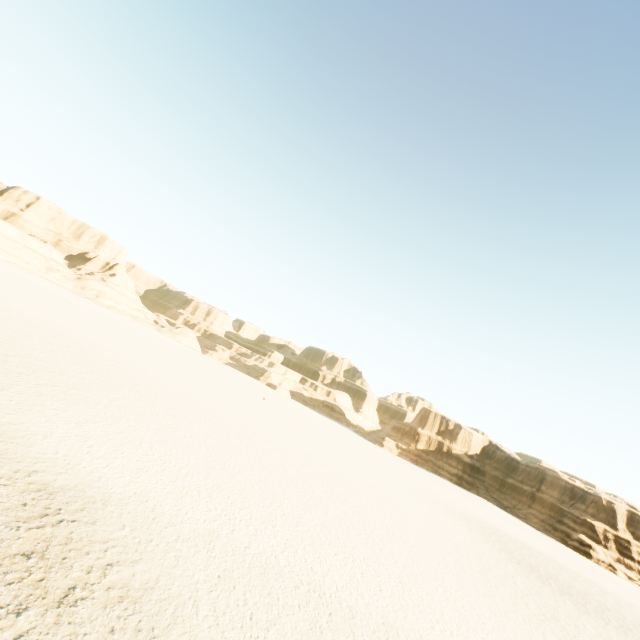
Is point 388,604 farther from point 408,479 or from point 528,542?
point 528,542
